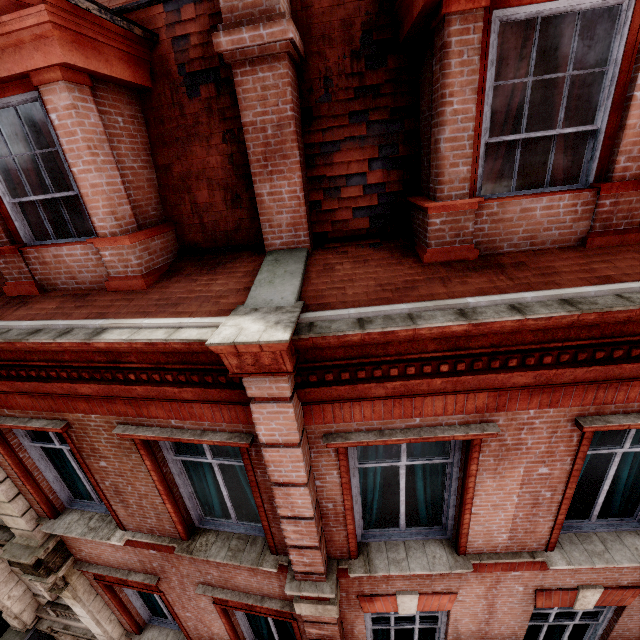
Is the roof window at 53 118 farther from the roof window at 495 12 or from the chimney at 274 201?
the roof window at 495 12

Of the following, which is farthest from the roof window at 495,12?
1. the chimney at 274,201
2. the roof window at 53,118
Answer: the roof window at 53,118

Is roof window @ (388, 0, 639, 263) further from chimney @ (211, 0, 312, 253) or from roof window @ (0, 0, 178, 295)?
roof window @ (0, 0, 178, 295)

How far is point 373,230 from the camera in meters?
3.9

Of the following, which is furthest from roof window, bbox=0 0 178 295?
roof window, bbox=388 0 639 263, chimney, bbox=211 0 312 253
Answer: roof window, bbox=388 0 639 263
